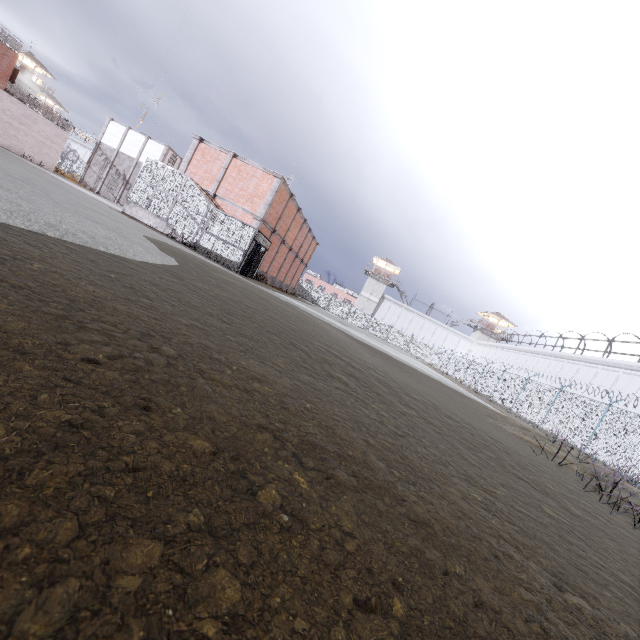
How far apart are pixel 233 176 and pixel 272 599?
24.57m

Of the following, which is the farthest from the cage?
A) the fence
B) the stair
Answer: the fence

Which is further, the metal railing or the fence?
the metal railing

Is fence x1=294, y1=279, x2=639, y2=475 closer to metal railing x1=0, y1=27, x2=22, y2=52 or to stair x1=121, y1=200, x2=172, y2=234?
metal railing x1=0, y1=27, x2=22, y2=52

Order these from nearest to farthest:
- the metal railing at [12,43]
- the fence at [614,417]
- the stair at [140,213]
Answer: the fence at [614,417]
the stair at [140,213]
the metal railing at [12,43]

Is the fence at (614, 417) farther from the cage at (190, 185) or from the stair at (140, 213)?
the stair at (140, 213)

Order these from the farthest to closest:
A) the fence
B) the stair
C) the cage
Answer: the stair
the cage
the fence

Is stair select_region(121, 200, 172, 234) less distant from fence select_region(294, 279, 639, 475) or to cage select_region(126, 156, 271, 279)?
cage select_region(126, 156, 271, 279)
